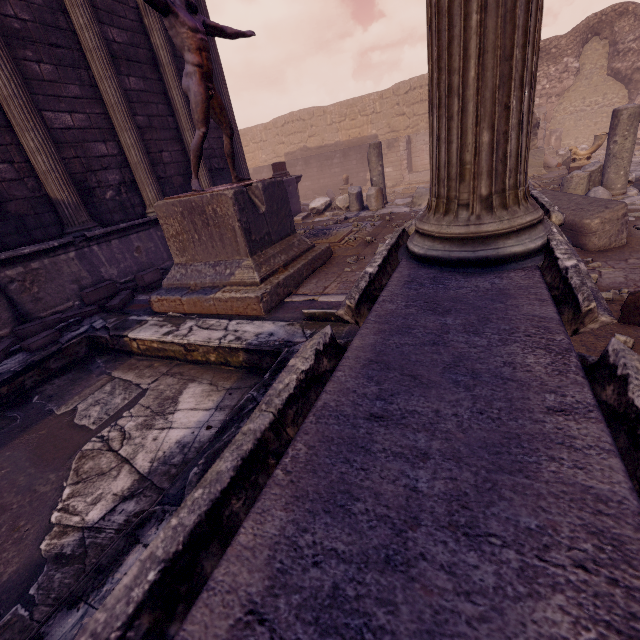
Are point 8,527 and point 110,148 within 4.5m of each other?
no

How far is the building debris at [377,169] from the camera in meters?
8.7 m

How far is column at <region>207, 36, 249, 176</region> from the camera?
8.41m

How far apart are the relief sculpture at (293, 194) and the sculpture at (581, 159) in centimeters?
890cm

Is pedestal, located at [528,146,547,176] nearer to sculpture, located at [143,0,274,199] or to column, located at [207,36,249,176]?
column, located at [207,36,249,176]

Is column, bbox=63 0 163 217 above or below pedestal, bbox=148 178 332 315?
above

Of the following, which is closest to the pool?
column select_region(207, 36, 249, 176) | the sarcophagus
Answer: the sarcophagus

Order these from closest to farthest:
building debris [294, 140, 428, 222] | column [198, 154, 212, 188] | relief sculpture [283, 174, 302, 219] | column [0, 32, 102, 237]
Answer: column [0, 32, 102, 237] → column [198, 154, 212, 188] → building debris [294, 140, 428, 222] → relief sculpture [283, 174, 302, 219]
